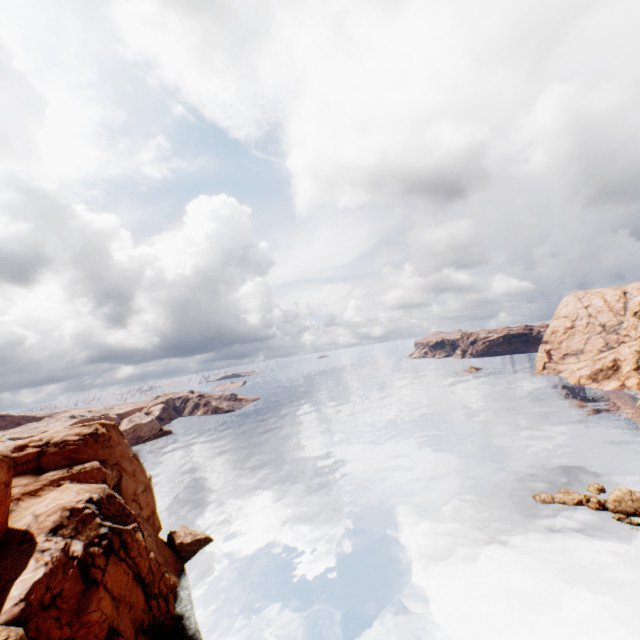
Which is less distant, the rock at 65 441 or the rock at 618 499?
the rock at 65 441

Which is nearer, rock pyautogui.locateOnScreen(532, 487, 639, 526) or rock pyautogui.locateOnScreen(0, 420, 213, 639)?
rock pyautogui.locateOnScreen(0, 420, 213, 639)

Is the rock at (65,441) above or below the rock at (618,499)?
above

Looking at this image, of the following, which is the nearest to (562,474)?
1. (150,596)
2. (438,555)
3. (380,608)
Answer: (438,555)

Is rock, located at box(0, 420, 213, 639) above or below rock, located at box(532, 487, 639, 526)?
above
